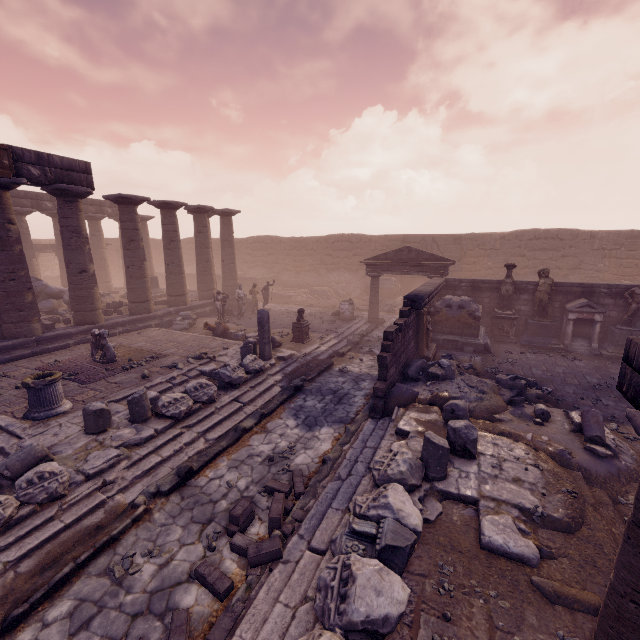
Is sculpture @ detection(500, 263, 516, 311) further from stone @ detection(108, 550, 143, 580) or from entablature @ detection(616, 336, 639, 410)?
stone @ detection(108, 550, 143, 580)

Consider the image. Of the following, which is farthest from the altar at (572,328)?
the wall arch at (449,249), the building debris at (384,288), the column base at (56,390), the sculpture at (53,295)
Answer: the sculpture at (53,295)

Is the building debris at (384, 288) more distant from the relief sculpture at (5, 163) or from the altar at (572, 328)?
the relief sculpture at (5, 163)

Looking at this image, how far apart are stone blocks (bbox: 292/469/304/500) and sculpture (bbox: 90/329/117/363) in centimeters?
774cm

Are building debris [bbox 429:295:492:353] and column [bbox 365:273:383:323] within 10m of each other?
yes

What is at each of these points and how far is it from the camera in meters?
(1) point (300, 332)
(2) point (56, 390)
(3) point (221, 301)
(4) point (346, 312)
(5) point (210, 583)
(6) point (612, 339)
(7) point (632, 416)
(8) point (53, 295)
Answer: (1) pedestal, 13.5
(2) column base, 7.6
(3) sculpture, 16.6
(4) column base, 17.6
(5) stone blocks, 4.1
(6) pedestal, 12.6
(7) column, 2.6
(8) sculpture, 15.9

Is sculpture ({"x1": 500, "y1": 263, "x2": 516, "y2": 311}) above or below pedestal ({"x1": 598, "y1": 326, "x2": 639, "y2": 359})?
above

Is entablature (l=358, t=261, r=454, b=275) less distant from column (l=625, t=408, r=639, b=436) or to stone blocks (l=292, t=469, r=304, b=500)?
stone blocks (l=292, t=469, r=304, b=500)
